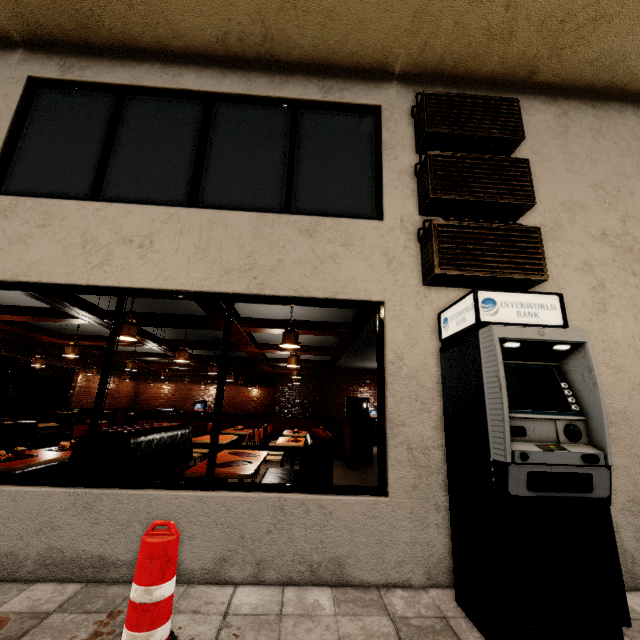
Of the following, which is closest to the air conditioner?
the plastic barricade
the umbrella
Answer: the plastic barricade

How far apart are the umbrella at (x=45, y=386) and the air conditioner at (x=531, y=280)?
14.5 meters

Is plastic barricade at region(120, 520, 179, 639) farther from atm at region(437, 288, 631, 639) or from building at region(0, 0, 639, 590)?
atm at region(437, 288, 631, 639)

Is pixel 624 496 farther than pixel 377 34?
No

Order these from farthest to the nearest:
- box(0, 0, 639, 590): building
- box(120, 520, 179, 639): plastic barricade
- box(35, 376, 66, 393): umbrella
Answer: box(35, 376, 66, 393): umbrella < box(0, 0, 639, 590): building < box(120, 520, 179, 639): plastic barricade

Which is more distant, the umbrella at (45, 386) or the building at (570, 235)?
the umbrella at (45, 386)

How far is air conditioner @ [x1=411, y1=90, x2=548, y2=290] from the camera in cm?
338

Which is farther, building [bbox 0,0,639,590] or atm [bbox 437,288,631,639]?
building [bbox 0,0,639,590]
